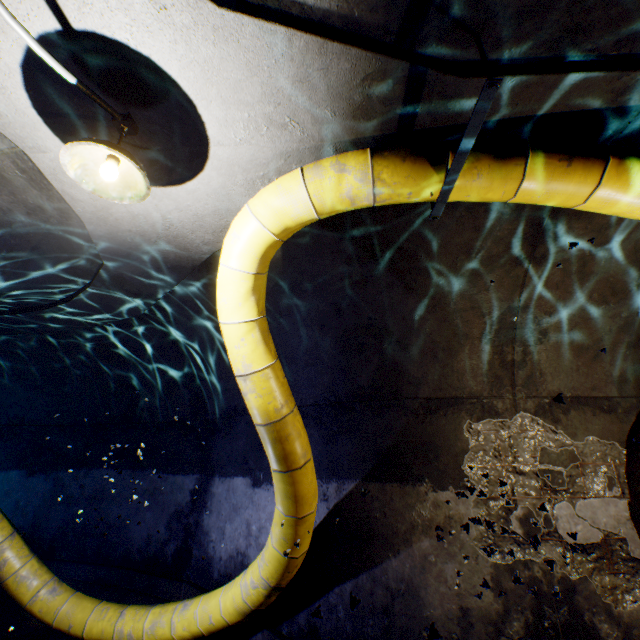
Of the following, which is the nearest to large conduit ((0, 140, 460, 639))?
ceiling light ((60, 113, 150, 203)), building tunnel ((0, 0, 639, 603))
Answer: building tunnel ((0, 0, 639, 603))

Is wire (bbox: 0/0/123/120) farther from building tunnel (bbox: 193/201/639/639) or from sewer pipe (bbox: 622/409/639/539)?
sewer pipe (bbox: 622/409/639/539)

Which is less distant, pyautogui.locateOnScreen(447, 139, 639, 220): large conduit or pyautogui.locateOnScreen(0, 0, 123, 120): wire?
pyautogui.locateOnScreen(0, 0, 123, 120): wire

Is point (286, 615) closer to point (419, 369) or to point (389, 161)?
point (419, 369)

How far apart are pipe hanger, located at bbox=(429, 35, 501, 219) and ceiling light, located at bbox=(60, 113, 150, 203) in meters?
2.0

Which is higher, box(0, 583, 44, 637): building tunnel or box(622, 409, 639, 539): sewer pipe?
box(622, 409, 639, 539): sewer pipe

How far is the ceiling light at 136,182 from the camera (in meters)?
1.88

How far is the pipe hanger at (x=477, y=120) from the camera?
1.68m
